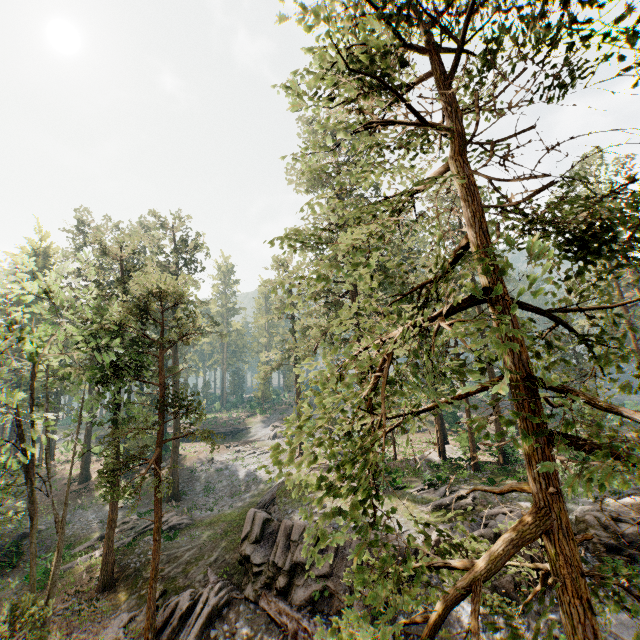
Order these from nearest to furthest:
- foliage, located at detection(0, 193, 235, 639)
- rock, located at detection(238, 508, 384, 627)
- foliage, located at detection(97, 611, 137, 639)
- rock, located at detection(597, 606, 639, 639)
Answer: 1. rock, located at detection(597, 606, 639, 639)
2. foliage, located at detection(0, 193, 235, 639)
3. rock, located at detection(238, 508, 384, 627)
4. foliage, located at detection(97, 611, 137, 639)

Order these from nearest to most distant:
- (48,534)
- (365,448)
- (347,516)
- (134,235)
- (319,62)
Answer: (347,516) < (365,448) < (319,62) < (48,534) < (134,235)

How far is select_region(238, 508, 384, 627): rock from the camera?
15.5m

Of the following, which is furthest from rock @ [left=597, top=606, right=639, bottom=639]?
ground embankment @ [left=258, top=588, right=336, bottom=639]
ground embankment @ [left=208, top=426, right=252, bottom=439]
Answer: ground embankment @ [left=208, top=426, right=252, bottom=439]

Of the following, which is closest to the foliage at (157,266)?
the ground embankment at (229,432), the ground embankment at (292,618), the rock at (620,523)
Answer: the rock at (620,523)

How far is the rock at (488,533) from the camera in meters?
15.6 m

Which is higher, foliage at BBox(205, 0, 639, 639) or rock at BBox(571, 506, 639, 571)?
foliage at BBox(205, 0, 639, 639)
